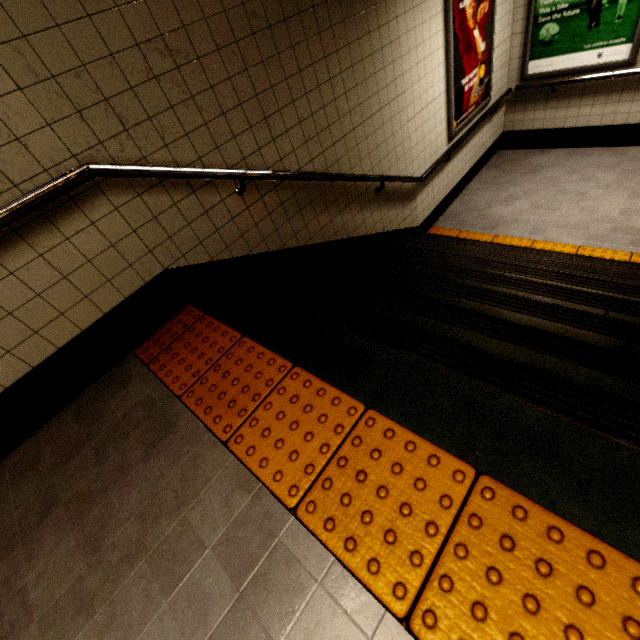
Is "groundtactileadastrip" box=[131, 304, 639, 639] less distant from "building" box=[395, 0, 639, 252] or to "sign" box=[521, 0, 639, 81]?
"building" box=[395, 0, 639, 252]

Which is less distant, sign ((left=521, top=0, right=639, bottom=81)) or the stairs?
the stairs

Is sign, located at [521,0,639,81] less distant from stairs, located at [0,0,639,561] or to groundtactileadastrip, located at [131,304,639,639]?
stairs, located at [0,0,639,561]

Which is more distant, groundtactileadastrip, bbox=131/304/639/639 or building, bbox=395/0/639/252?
building, bbox=395/0/639/252

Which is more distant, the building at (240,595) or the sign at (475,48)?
the sign at (475,48)

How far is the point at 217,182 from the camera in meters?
2.2

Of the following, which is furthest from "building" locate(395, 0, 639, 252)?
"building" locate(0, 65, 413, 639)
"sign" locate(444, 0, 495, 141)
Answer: "building" locate(0, 65, 413, 639)

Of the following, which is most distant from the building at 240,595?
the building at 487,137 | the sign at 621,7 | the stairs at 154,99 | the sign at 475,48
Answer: the sign at 621,7
